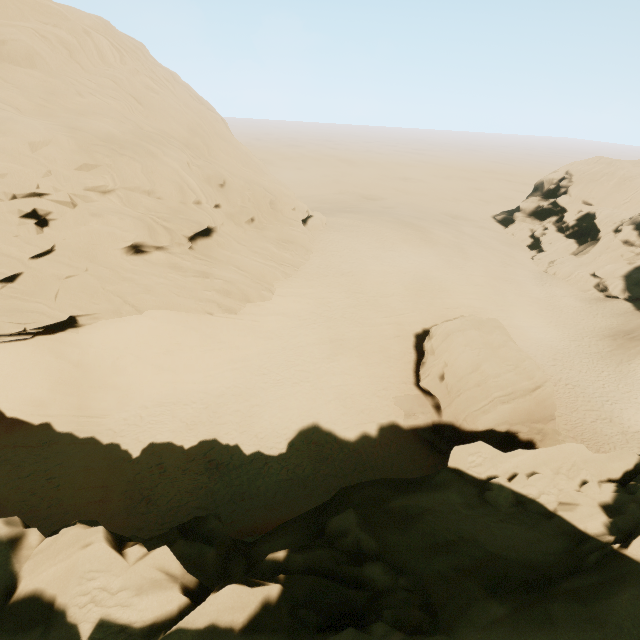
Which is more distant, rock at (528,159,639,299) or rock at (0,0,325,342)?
rock at (528,159,639,299)

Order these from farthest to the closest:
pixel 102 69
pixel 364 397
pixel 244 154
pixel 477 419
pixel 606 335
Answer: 1. pixel 606 335
2. pixel 244 154
3. pixel 102 69
4. pixel 364 397
5. pixel 477 419

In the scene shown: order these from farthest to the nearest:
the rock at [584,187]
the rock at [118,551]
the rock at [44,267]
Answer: the rock at [584,187], the rock at [44,267], the rock at [118,551]

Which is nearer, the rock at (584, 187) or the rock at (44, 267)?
the rock at (44, 267)

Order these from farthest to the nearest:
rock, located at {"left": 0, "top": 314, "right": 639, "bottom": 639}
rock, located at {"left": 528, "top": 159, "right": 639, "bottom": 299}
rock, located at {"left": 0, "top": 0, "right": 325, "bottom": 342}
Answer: rock, located at {"left": 528, "top": 159, "right": 639, "bottom": 299}
rock, located at {"left": 0, "top": 0, "right": 325, "bottom": 342}
rock, located at {"left": 0, "top": 314, "right": 639, "bottom": 639}
